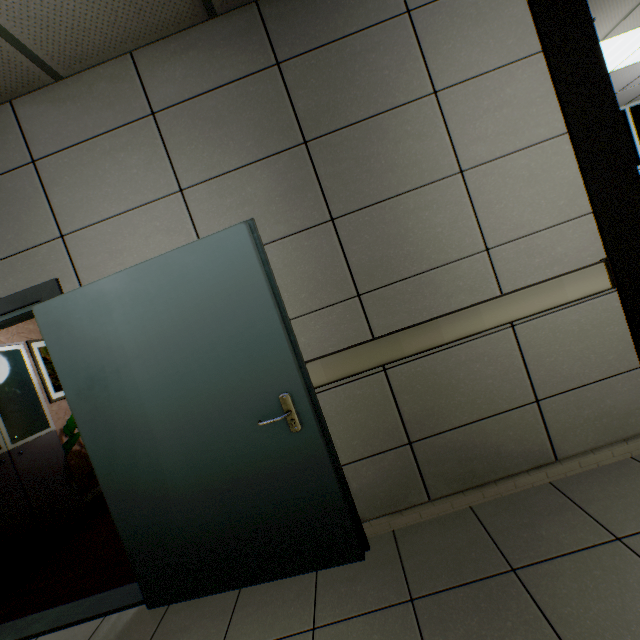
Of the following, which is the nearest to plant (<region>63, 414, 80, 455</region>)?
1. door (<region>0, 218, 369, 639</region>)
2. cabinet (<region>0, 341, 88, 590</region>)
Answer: cabinet (<region>0, 341, 88, 590</region>)

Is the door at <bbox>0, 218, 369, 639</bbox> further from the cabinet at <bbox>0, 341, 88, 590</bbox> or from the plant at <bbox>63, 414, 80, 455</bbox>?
the plant at <bbox>63, 414, 80, 455</bbox>

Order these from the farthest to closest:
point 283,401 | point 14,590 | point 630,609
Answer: point 14,590, point 283,401, point 630,609

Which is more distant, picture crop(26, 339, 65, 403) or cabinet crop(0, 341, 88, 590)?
picture crop(26, 339, 65, 403)

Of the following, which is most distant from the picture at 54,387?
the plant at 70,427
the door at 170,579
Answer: the door at 170,579

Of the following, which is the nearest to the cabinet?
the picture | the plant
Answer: the plant

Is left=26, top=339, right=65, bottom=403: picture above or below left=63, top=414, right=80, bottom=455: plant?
above

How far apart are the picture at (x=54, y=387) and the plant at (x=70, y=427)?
0.5m
